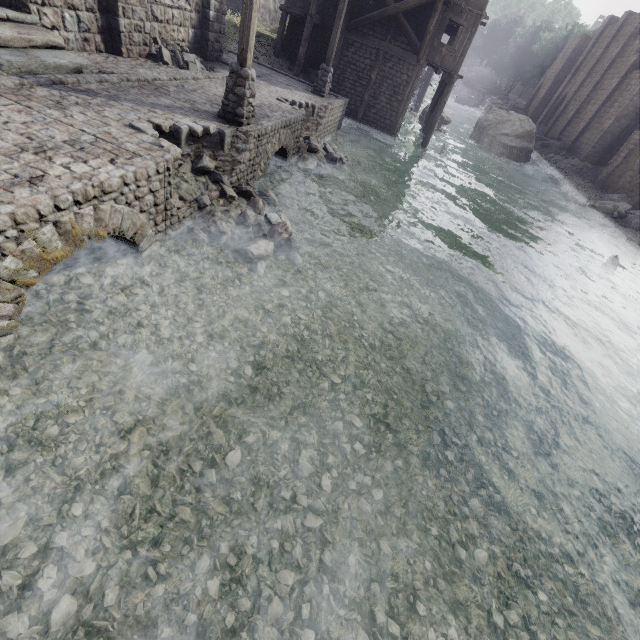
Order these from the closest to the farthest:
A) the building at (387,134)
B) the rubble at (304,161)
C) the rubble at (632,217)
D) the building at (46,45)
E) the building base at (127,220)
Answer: the building base at (127,220) < the building at (46,45) < the rubble at (304,161) < the building at (387,134) < the rubble at (632,217)

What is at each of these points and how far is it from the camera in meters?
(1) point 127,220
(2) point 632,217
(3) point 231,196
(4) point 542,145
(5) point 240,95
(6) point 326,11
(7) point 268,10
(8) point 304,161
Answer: (1) building base, 5.5 m
(2) rubble, 22.8 m
(3) rubble, 8.2 m
(4) rubble, 37.7 m
(5) wooden lamp post, 8.5 m
(6) building, 20.9 m
(7) building, 28.8 m
(8) rubble, 12.9 m

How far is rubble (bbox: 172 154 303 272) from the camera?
7.4m

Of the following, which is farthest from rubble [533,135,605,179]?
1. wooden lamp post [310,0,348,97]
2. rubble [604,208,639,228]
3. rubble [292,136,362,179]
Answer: rubble [292,136,362,179]

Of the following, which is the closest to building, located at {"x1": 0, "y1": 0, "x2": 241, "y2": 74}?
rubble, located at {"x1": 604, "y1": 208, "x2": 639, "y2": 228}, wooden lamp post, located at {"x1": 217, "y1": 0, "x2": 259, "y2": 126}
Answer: rubble, located at {"x1": 604, "y1": 208, "x2": 639, "y2": 228}

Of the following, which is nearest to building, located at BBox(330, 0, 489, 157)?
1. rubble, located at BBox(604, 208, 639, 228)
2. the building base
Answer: rubble, located at BBox(604, 208, 639, 228)

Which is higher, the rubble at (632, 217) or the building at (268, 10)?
Answer: the building at (268, 10)

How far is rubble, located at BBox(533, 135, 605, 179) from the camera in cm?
3158
